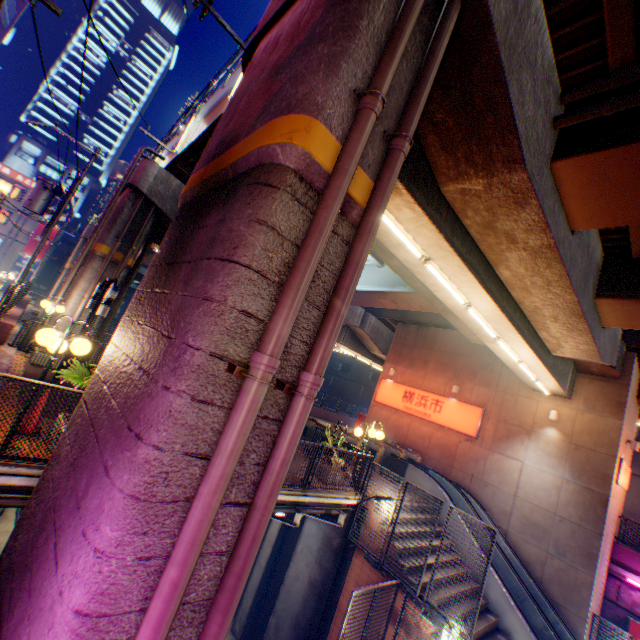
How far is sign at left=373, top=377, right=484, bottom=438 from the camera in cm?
1682

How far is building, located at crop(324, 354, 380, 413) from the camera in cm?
5261

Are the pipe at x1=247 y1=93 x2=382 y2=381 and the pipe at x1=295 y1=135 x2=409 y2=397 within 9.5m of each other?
yes

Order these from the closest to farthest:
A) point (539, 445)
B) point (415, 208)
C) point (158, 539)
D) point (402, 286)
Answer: point (158, 539) < point (415, 208) < point (402, 286) < point (539, 445)

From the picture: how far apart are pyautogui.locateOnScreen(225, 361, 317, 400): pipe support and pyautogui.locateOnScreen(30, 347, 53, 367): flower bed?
11.2 meters

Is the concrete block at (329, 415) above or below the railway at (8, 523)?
above

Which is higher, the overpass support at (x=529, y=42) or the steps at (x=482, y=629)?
the overpass support at (x=529, y=42)

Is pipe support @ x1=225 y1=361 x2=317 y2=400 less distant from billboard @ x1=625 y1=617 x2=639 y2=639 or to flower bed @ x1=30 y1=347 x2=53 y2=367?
flower bed @ x1=30 y1=347 x2=53 y2=367
